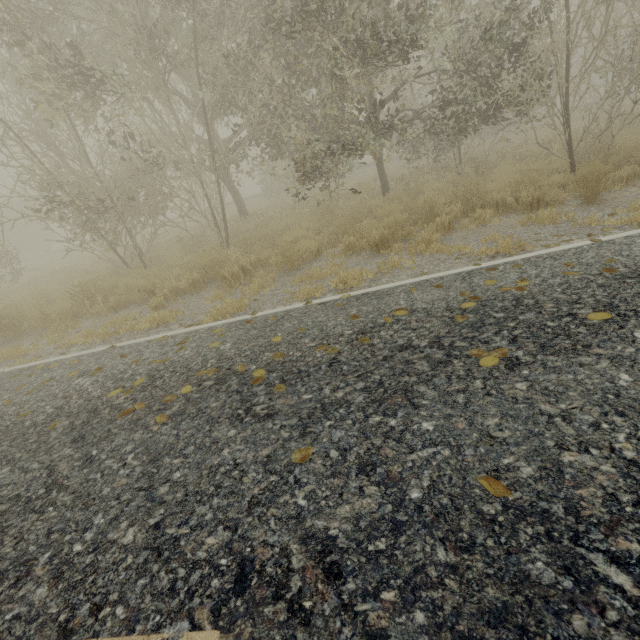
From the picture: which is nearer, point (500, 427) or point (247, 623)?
point (247, 623)
